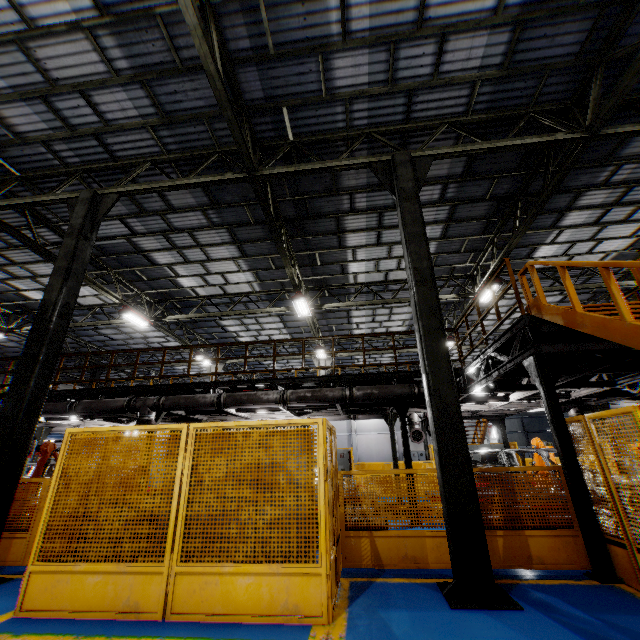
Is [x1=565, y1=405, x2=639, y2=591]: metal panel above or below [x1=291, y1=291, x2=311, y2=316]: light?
below

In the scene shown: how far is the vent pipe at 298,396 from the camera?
9.52m

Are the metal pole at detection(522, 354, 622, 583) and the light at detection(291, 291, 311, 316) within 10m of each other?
yes

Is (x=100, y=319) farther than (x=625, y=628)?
Yes

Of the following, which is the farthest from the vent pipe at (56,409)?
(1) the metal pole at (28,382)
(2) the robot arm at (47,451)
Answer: (1) the metal pole at (28,382)

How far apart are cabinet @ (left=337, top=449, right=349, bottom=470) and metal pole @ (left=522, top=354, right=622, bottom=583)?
13.0m

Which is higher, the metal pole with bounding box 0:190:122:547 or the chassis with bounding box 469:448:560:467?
the metal pole with bounding box 0:190:122:547

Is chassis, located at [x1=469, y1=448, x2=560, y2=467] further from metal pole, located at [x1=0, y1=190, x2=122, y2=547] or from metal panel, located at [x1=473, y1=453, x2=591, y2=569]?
metal pole, located at [x1=0, y1=190, x2=122, y2=547]
